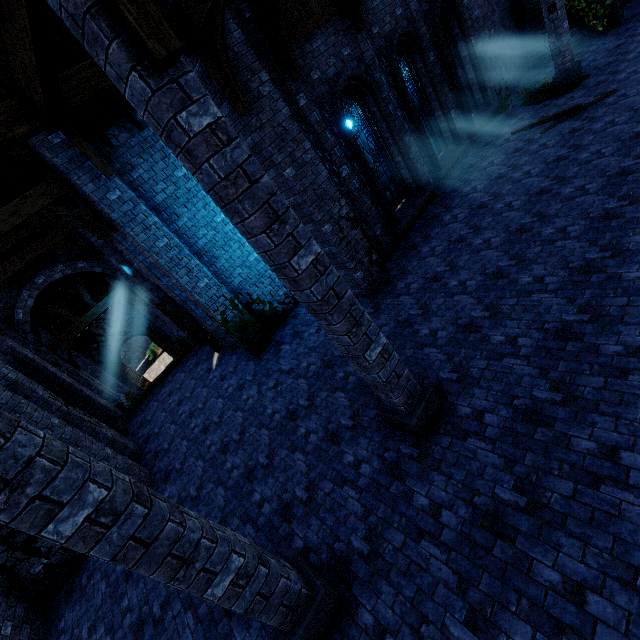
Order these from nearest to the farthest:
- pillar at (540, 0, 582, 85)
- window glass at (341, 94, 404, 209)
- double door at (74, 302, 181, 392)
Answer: window glass at (341, 94, 404, 209)
pillar at (540, 0, 582, 85)
double door at (74, 302, 181, 392)

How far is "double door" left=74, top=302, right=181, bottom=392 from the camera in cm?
2272

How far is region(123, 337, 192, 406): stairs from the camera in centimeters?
1360cm

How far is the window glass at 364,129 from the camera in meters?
9.3 m

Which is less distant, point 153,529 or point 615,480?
point 153,529

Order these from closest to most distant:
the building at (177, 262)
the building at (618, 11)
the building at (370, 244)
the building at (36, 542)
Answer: the building at (177, 262)
the building at (370, 244)
the building at (36, 542)
the building at (618, 11)

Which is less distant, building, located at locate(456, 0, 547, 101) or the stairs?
building, located at locate(456, 0, 547, 101)

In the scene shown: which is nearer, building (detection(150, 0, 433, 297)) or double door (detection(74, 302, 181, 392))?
building (detection(150, 0, 433, 297))
